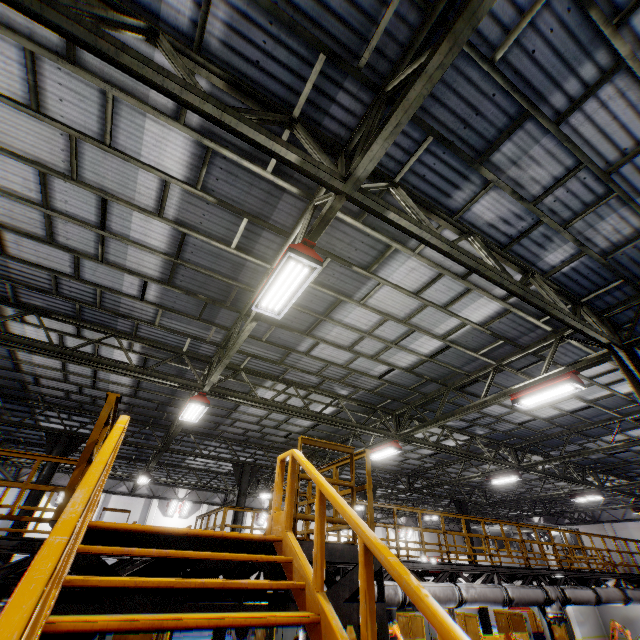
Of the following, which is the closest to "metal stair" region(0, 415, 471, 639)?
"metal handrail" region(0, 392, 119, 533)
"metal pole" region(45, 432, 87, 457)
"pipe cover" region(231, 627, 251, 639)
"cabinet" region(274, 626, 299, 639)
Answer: "metal handrail" region(0, 392, 119, 533)

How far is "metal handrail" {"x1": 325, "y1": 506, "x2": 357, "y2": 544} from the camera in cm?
453

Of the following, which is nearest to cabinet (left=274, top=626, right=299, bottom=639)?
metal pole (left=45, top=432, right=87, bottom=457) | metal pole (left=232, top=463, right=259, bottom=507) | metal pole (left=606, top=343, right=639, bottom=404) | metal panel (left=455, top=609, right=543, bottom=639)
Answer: → metal panel (left=455, top=609, right=543, bottom=639)

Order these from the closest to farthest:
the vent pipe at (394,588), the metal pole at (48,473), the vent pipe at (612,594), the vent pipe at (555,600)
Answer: the vent pipe at (394,588) → the vent pipe at (555,600) → the vent pipe at (612,594) → the metal pole at (48,473)

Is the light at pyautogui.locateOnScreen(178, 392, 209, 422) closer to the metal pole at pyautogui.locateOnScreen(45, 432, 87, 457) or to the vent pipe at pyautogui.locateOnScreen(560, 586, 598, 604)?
the vent pipe at pyautogui.locateOnScreen(560, 586, 598, 604)

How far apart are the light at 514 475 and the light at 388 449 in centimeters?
697cm

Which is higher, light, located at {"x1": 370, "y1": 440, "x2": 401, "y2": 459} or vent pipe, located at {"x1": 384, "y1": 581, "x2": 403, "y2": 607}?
light, located at {"x1": 370, "y1": 440, "x2": 401, "y2": 459}

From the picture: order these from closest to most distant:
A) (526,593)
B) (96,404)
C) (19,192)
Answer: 1. (19,192)
2. (526,593)
3. (96,404)
